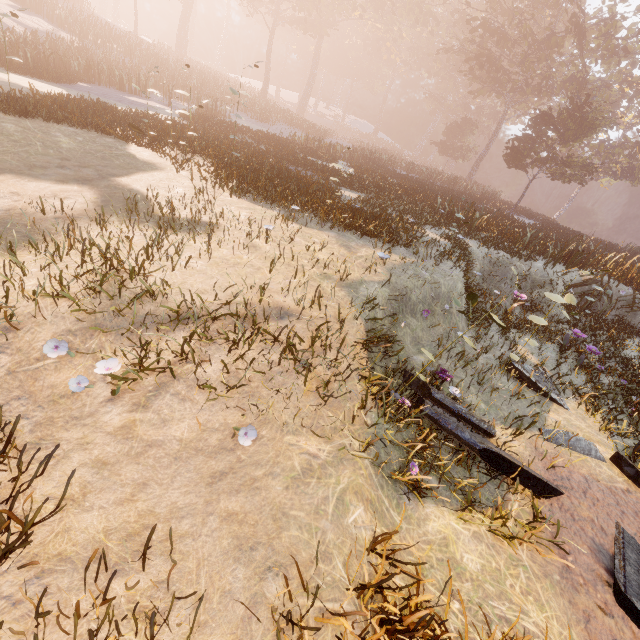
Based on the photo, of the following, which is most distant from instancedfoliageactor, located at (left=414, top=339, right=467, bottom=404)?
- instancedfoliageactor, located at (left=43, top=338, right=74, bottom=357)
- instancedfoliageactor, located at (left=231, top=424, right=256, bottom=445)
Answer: instancedfoliageactor, located at (left=43, top=338, right=74, bottom=357)

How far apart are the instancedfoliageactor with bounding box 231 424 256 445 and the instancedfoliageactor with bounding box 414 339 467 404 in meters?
2.7

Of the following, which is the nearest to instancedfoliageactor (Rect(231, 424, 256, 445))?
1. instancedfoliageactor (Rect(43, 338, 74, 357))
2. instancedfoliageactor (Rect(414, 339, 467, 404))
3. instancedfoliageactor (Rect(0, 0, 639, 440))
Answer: instancedfoliageactor (Rect(43, 338, 74, 357))

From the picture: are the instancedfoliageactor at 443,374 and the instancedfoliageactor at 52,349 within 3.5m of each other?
no

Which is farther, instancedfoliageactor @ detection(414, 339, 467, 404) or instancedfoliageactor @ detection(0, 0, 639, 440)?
instancedfoliageactor @ detection(0, 0, 639, 440)

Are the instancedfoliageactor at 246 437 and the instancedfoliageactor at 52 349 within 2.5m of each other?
yes

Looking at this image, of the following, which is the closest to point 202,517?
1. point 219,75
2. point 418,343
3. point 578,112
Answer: point 418,343

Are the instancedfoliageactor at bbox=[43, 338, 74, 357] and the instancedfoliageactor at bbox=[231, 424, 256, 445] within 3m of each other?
yes
